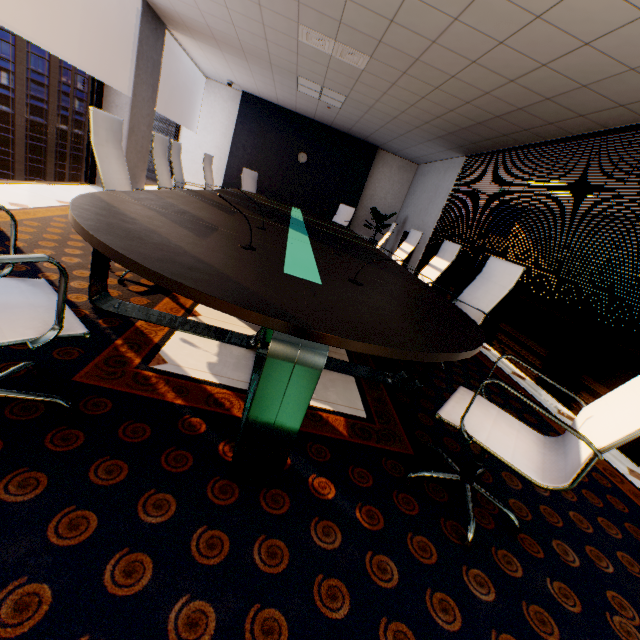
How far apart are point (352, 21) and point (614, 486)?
5.0 meters

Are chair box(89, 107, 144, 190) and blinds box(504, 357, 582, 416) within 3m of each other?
no

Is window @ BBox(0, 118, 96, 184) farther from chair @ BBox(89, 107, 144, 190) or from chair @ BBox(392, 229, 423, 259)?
chair @ BBox(392, 229, 423, 259)

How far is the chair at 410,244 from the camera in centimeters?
529cm

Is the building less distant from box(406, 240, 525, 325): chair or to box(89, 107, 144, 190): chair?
box(89, 107, 144, 190): chair

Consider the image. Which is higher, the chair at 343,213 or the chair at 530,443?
the chair at 343,213

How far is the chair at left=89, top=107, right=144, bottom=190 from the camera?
2.23m

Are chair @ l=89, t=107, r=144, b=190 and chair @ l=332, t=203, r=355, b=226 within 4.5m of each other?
no
